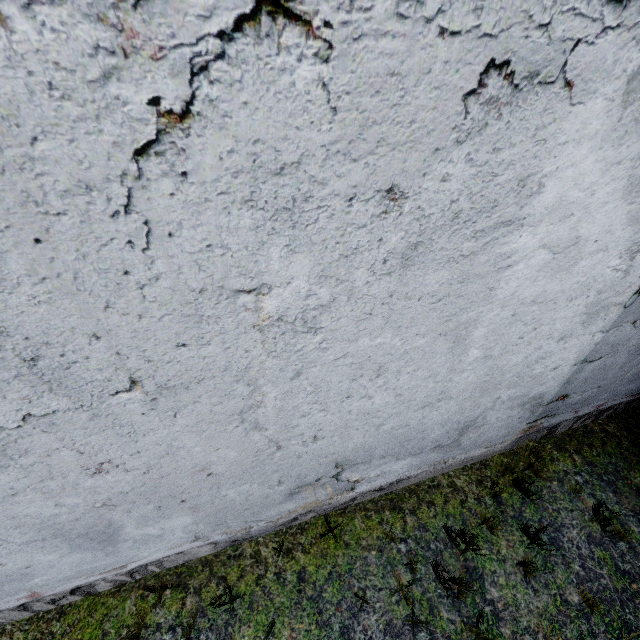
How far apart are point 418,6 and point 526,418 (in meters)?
4.88
